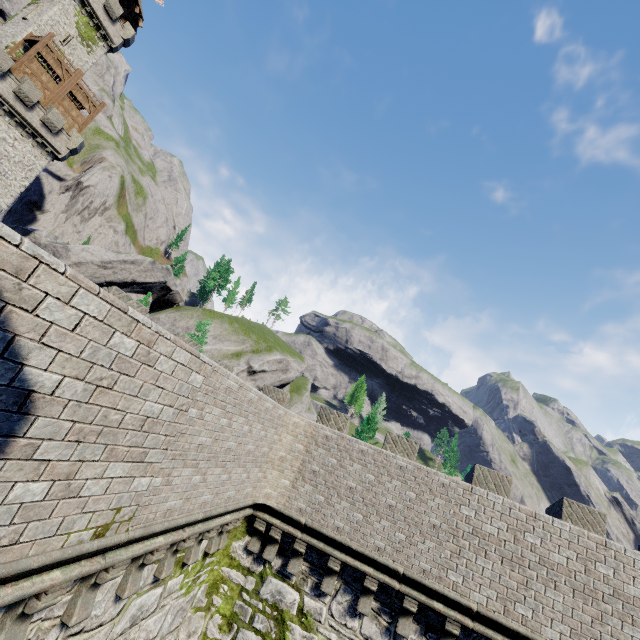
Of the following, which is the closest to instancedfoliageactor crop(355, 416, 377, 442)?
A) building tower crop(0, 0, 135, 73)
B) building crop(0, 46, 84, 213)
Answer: building crop(0, 46, 84, 213)

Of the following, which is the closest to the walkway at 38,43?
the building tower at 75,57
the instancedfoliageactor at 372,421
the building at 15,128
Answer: the building at 15,128

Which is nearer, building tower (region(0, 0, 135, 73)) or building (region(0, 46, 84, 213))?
building (region(0, 46, 84, 213))

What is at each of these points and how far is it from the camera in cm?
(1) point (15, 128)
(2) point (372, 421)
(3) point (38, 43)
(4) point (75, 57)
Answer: (1) building, 2889
(2) instancedfoliageactor, 5950
(3) walkway, 2891
(4) building tower, 3409

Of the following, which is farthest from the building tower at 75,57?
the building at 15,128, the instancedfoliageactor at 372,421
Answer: the instancedfoliageactor at 372,421

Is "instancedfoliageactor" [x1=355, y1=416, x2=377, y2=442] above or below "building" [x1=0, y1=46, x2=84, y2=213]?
below

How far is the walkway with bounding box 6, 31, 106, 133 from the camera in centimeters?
2850cm

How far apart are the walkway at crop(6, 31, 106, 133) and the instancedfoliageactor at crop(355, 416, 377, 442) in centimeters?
5784cm
